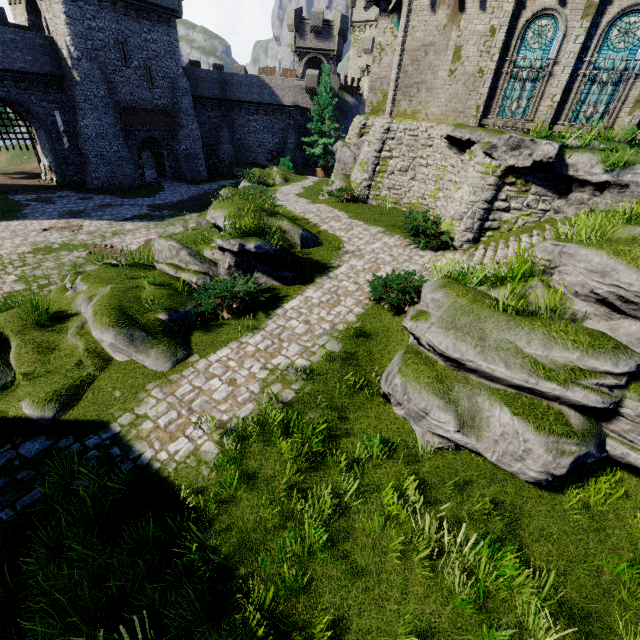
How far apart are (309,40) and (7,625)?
49.81m

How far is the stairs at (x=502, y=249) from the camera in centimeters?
1066cm

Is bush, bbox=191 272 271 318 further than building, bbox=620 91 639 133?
No

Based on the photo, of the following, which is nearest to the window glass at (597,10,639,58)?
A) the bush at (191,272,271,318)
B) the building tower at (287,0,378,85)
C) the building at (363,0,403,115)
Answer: the building at (363,0,403,115)

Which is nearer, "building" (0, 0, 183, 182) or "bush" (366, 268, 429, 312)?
"bush" (366, 268, 429, 312)

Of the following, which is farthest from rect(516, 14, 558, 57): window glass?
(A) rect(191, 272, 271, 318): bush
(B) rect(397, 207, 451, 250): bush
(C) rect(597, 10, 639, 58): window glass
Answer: (A) rect(191, 272, 271, 318): bush

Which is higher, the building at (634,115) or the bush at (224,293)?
the building at (634,115)

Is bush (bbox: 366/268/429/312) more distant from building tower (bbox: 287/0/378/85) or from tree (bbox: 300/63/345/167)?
building tower (bbox: 287/0/378/85)
